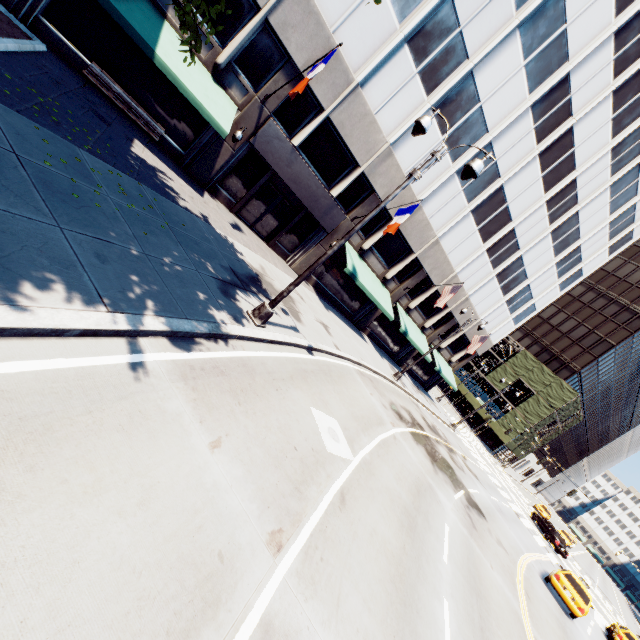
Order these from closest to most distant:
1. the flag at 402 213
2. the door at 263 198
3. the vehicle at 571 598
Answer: the vehicle at 571 598, the flag at 402 213, the door at 263 198

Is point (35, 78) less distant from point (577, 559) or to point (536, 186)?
point (536, 186)

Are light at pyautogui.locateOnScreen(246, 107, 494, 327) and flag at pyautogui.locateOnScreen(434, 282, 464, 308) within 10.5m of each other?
no

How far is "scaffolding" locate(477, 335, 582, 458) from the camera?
48.9m

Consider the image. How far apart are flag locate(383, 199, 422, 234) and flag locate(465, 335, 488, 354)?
15.9 meters

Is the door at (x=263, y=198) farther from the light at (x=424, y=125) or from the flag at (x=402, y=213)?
the light at (x=424, y=125)

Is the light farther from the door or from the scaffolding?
the scaffolding

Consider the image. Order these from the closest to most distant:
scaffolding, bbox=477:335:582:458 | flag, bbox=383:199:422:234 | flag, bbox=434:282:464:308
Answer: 1. flag, bbox=383:199:422:234
2. flag, bbox=434:282:464:308
3. scaffolding, bbox=477:335:582:458
